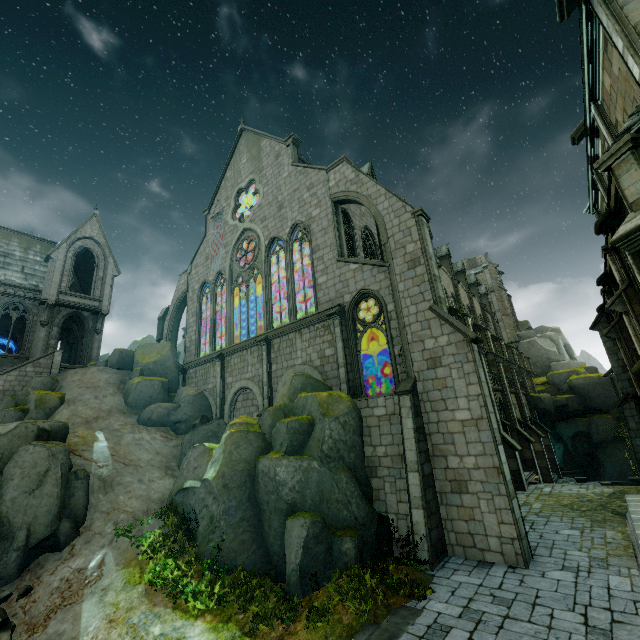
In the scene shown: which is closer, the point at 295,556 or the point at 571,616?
the point at 571,616

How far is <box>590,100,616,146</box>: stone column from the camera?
10.62m

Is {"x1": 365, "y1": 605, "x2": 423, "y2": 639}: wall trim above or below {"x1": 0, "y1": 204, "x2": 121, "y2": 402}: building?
below

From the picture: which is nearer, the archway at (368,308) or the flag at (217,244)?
the archway at (368,308)

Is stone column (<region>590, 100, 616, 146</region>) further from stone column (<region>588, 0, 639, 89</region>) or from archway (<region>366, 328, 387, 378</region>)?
archway (<region>366, 328, 387, 378</region>)

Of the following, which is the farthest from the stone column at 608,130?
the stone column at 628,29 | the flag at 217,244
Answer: the flag at 217,244

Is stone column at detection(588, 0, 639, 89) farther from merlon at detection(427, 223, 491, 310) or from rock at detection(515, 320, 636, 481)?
merlon at detection(427, 223, 491, 310)

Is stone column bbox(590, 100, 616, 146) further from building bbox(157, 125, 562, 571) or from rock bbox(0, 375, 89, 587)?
rock bbox(0, 375, 89, 587)
